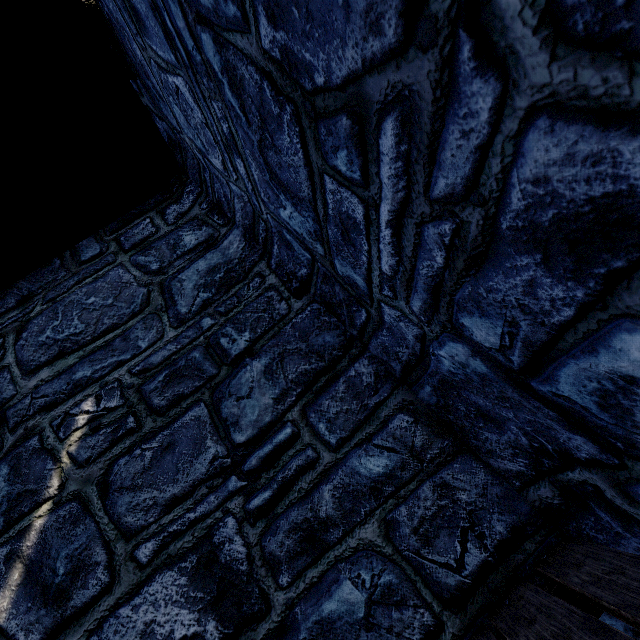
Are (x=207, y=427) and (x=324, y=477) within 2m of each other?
yes
